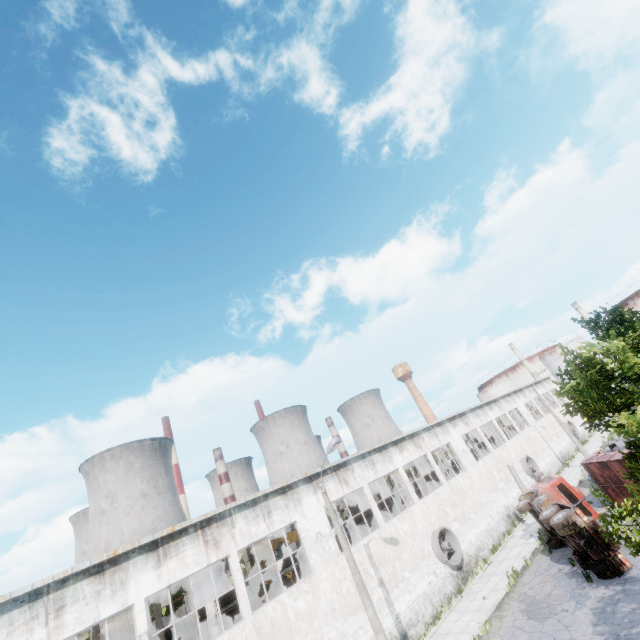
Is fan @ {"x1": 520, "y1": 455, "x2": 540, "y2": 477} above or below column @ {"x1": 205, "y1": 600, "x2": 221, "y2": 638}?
below

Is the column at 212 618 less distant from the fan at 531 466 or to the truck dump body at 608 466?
the truck dump body at 608 466

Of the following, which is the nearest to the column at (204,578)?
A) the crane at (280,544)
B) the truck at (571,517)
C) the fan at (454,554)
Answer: the crane at (280,544)

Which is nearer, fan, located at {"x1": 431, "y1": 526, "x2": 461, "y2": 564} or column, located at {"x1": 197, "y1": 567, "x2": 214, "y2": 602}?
column, located at {"x1": 197, "y1": 567, "x2": 214, "y2": 602}

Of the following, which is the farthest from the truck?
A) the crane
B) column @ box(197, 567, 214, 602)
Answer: column @ box(197, 567, 214, 602)

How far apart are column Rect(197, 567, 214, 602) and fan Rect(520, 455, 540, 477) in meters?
31.2 m

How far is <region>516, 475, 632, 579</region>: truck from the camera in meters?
15.0

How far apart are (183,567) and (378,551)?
11.5m
